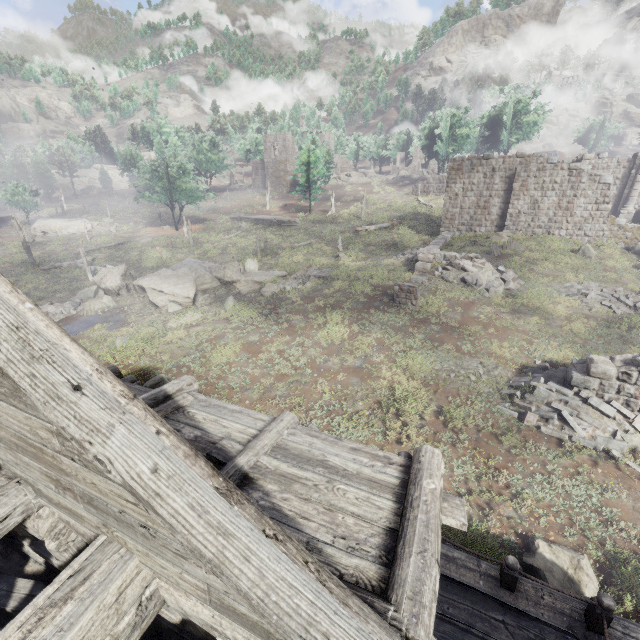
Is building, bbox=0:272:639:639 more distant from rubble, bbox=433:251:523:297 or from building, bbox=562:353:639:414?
rubble, bbox=433:251:523:297

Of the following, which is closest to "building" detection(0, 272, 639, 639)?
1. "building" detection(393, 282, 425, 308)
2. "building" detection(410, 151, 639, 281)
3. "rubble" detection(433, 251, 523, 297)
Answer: "building" detection(410, 151, 639, 281)

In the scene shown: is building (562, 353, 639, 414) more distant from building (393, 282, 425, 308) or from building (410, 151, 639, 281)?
building (393, 282, 425, 308)

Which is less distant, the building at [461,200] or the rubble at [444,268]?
the rubble at [444,268]

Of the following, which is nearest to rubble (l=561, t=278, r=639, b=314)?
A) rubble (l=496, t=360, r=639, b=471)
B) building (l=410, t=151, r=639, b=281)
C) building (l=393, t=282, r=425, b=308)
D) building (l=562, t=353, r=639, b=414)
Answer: building (l=410, t=151, r=639, b=281)

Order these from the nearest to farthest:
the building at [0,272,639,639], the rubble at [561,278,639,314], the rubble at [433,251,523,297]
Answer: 1. the building at [0,272,639,639]
2. the rubble at [561,278,639,314]
3. the rubble at [433,251,523,297]

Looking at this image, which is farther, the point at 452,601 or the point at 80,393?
the point at 452,601

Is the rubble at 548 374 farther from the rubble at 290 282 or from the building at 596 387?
the rubble at 290 282
